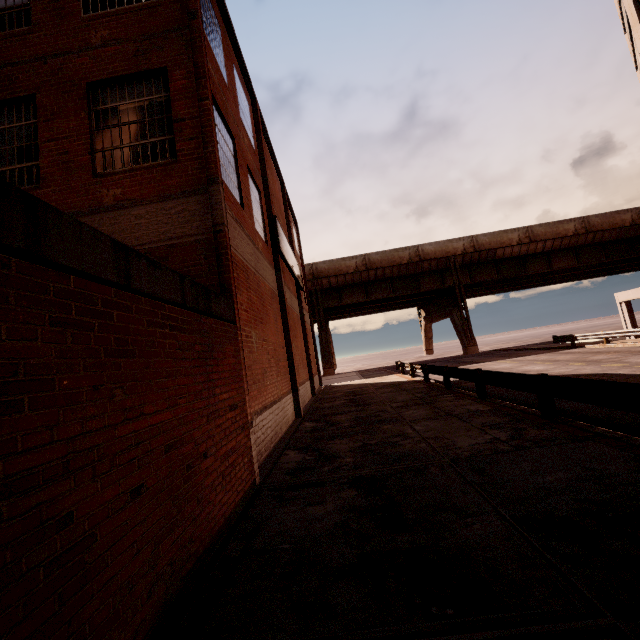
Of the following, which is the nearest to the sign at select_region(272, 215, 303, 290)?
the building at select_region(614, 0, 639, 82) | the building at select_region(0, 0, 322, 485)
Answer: the building at select_region(0, 0, 322, 485)

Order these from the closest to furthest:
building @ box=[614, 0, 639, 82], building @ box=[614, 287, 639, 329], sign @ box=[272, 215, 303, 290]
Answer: sign @ box=[272, 215, 303, 290]
building @ box=[614, 0, 639, 82]
building @ box=[614, 287, 639, 329]

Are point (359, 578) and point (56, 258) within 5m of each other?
yes

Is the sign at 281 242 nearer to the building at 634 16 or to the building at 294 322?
the building at 294 322

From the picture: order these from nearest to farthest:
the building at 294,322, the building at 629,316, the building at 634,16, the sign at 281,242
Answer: the building at 294,322
the sign at 281,242
the building at 634,16
the building at 629,316

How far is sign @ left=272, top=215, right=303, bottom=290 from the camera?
13.2m

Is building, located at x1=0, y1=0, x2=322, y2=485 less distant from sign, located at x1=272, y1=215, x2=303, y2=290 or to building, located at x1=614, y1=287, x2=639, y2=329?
sign, located at x1=272, y1=215, x2=303, y2=290
